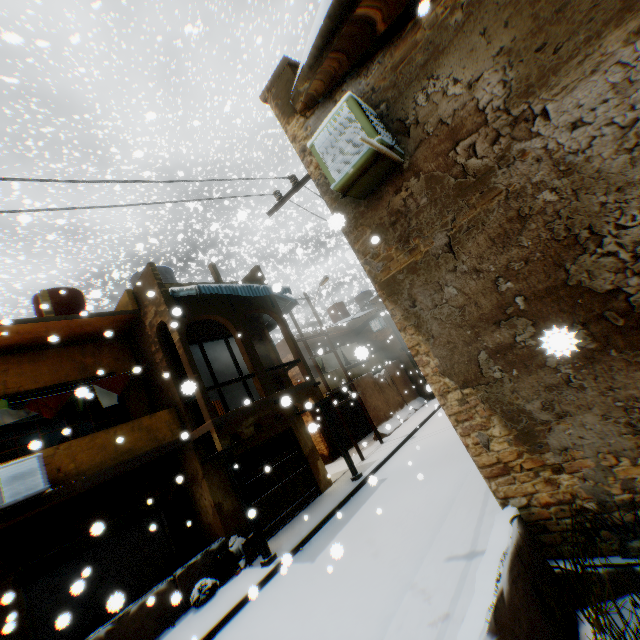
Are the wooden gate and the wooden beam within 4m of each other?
yes

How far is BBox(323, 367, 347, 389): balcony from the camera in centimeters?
1725cm

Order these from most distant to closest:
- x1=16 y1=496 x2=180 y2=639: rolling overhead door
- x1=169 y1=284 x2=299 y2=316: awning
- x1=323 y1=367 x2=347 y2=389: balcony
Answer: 1. x1=323 y1=367 x2=347 y2=389: balcony
2. x1=169 y1=284 x2=299 y2=316: awning
3. x1=16 y1=496 x2=180 y2=639: rolling overhead door

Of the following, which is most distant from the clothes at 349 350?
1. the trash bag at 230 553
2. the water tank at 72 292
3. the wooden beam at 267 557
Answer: the water tank at 72 292

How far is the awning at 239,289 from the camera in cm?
982

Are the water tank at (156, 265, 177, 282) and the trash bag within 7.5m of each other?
no

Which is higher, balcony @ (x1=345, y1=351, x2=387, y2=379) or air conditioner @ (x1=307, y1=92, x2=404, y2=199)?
air conditioner @ (x1=307, y1=92, x2=404, y2=199)

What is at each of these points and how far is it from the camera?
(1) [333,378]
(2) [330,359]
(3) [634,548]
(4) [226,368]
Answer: (1) balcony, 17.7m
(2) clothes, 19.8m
(3) building, 3.3m
(4) building, 16.4m
